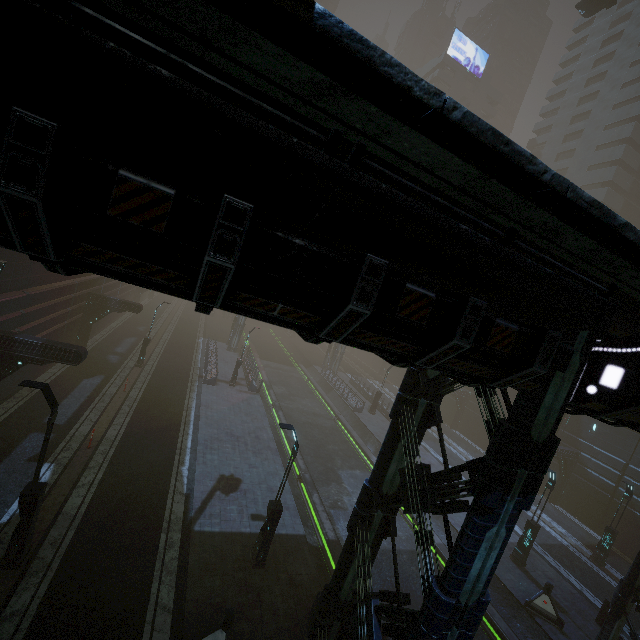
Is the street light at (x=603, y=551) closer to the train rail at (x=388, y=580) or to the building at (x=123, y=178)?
the building at (x=123, y=178)

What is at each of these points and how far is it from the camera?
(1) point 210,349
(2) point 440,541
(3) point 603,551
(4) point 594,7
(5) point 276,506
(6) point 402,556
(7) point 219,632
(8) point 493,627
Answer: (1) building, 35.1m
(2) train rail, 17.8m
(3) street light, 20.1m
(4) ambulance, 31.8m
(5) street light, 11.9m
(6) train rail, 16.8m
(7) barrier, 9.0m
(8) train rail, 14.0m

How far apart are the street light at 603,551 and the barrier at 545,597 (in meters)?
8.80

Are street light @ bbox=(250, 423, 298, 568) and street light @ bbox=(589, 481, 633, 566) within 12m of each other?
no

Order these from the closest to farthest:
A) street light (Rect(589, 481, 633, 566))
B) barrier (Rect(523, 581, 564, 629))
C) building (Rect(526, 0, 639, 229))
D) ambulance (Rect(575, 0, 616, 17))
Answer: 1. barrier (Rect(523, 581, 564, 629))
2. street light (Rect(589, 481, 633, 566))
3. ambulance (Rect(575, 0, 616, 17))
4. building (Rect(526, 0, 639, 229))

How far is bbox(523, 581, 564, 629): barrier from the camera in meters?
14.3 m

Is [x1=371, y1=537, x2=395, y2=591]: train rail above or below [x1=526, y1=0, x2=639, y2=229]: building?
below

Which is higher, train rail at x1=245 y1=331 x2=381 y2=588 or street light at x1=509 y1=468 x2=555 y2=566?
street light at x1=509 y1=468 x2=555 y2=566
